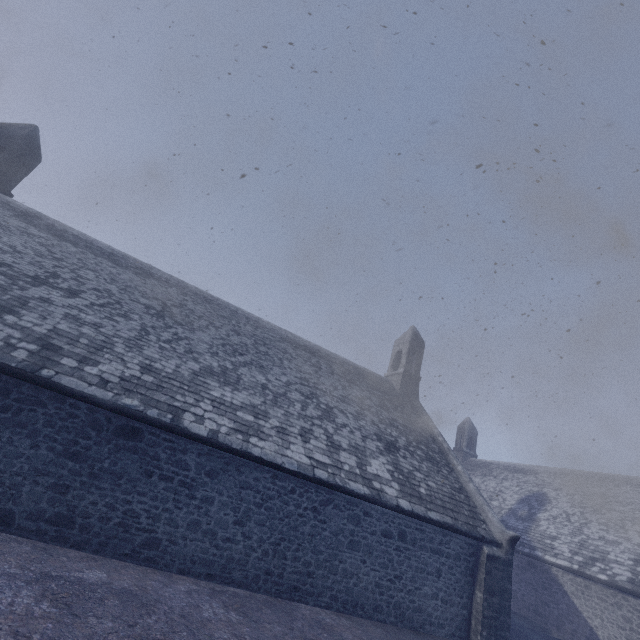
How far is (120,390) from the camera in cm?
807
